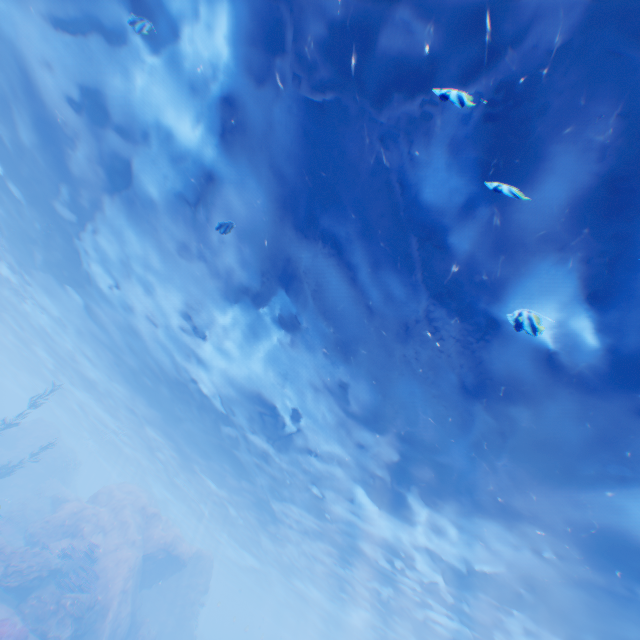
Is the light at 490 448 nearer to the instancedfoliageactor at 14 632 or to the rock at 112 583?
the rock at 112 583

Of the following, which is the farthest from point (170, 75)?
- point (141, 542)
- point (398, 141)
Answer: point (141, 542)

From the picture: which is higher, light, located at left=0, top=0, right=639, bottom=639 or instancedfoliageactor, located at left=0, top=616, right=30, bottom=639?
light, located at left=0, top=0, right=639, bottom=639

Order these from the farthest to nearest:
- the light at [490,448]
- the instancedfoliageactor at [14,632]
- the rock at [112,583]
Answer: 1. the rock at [112,583]
2. the instancedfoliageactor at [14,632]
3. the light at [490,448]

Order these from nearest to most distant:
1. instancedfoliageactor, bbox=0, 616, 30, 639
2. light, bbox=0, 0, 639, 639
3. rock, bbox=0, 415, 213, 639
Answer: light, bbox=0, 0, 639, 639 → instancedfoliageactor, bbox=0, 616, 30, 639 → rock, bbox=0, 415, 213, 639

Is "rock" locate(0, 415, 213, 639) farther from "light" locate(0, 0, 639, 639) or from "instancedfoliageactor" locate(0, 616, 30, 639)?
"instancedfoliageactor" locate(0, 616, 30, 639)

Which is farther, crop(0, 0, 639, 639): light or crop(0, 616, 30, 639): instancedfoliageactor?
crop(0, 616, 30, 639): instancedfoliageactor
